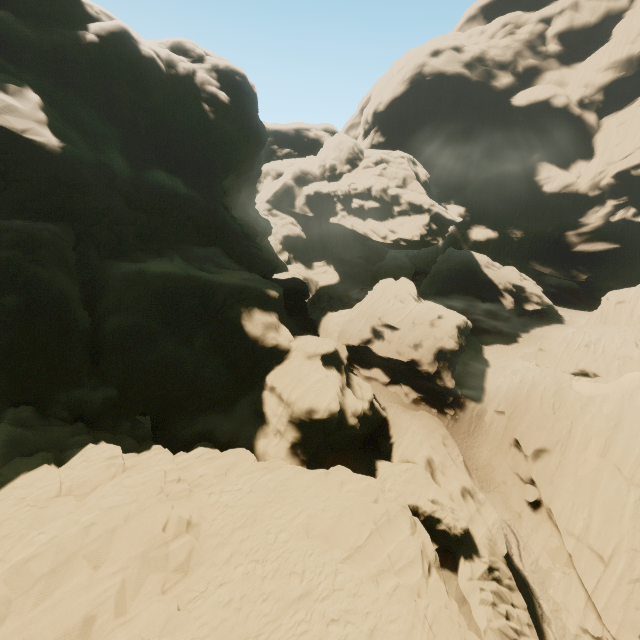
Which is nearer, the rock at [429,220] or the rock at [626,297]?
the rock at [626,297]

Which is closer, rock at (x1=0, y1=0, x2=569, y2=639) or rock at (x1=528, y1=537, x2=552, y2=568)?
rock at (x1=0, y1=0, x2=569, y2=639)

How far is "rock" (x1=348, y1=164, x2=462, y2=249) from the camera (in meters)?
53.41

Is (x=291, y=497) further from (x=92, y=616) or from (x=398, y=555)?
(x=92, y=616)

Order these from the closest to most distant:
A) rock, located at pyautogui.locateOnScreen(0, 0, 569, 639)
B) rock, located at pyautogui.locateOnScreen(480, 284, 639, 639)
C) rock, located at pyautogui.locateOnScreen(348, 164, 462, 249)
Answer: rock, located at pyautogui.locateOnScreen(0, 0, 569, 639)
rock, located at pyautogui.locateOnScreen(480, 284, 639, 639)
rock, located at pyautogui.locateOnScreen(348, 164, 462, 249)

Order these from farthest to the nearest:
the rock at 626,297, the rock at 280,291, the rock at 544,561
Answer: the rock at 544,561 < the rock at 626,297 < the rock at 280,291
